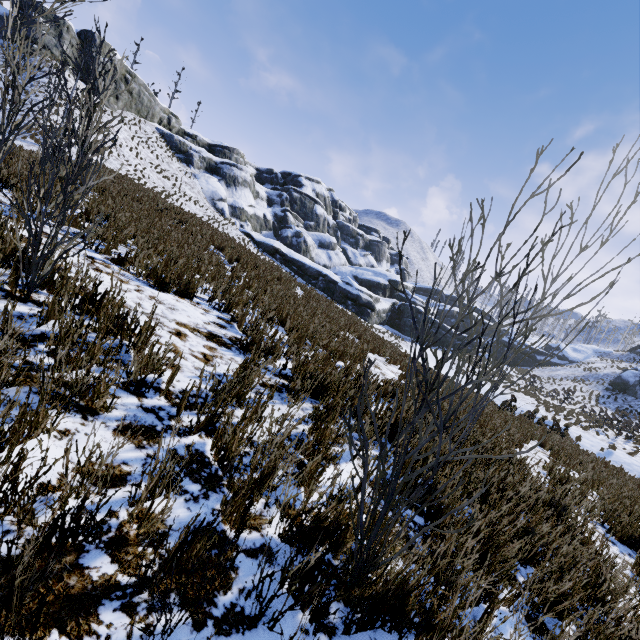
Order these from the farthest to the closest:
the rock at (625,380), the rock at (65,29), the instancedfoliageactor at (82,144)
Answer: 1. the rock at (625,380)
2. the rock at (65,29)
3. the instancedfoliageactor at (82,144)

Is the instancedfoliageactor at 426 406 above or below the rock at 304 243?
below

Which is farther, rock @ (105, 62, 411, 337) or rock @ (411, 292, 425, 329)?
rock @ (411, 292, 425, 329)

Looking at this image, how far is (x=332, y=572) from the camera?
1.47m

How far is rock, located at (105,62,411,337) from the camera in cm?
3647

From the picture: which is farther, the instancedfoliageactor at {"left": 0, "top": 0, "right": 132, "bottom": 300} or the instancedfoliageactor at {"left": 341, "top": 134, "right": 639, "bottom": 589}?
the instancedfoliageactor at {"left": 0, "top": 0, "right": 132, "bottom": 300}

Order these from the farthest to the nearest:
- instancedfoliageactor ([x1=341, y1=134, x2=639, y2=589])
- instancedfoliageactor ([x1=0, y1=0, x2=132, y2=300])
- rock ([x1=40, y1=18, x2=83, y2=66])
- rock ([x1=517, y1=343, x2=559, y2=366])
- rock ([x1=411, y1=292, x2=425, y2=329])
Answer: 1. rock ([x1=517, y1=343, x2=559, y2=366])
2. rock ([x1=411, y1=292, x2=425, y2=329])
3. rock ([x1=40, y1=18, x2=83, y2=66])
4. instancedfoliageactor ([x1=0, y1=0, x2=132, y2=300])
5. instancedfoliageactor ([x1=341, y1=134, x2=639, y2=589])
